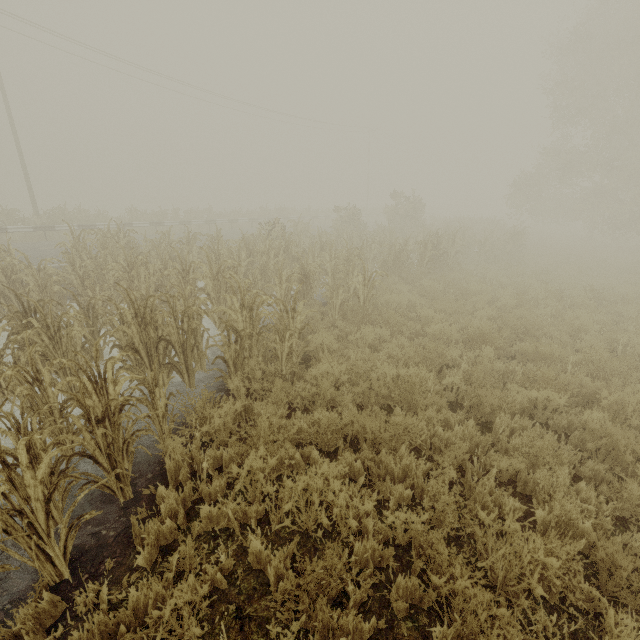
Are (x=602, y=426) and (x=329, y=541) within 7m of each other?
yes
